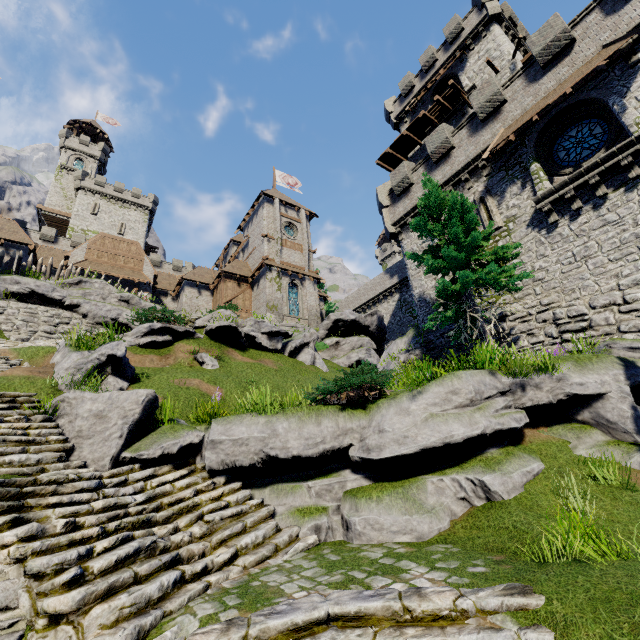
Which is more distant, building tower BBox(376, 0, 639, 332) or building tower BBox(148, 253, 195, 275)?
building tower BBox(148, 253, 195, 275)

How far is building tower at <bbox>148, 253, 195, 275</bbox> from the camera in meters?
45.9 m

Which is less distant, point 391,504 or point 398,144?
point 391,504

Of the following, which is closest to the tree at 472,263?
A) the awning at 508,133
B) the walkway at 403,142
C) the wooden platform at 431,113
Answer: the awning at 508,133

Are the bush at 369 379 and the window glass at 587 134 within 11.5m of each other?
no

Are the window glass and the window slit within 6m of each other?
yes

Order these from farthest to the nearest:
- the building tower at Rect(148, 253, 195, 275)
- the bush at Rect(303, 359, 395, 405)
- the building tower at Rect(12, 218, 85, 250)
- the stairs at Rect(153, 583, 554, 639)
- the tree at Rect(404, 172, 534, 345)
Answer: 1. the building tower at Rect(148, 253, 195, 275)
2. the building tower at Rect(12, 218, 85, 250)
3. the tree at Rect(404, 172, 534, 345)
4. the bush at Rect(303, 359, 395, 405)
5. the stairs at Rect(153, 583, 554, 639)
